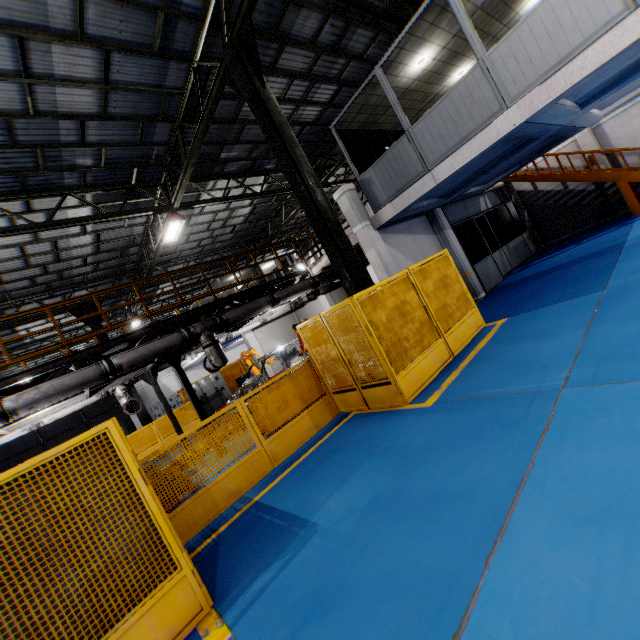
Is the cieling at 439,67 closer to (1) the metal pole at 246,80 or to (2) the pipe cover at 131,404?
(1) the metal pole at 246,80

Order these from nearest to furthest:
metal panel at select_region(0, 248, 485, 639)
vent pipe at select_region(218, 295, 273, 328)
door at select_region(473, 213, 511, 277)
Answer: metal panel at select_region(0, 248, 485, 639), vent pipe at select_region(218, 295, 273, 328), door at select_region(473, 213, 511, 277)

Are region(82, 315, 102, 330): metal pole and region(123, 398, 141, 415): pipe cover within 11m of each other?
yes

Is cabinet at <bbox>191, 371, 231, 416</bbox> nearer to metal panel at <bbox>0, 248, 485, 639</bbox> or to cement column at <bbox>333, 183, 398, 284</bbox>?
metal panel at <bbox>0, 248, 485, 639</bbox>

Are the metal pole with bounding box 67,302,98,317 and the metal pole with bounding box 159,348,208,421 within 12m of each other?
yes

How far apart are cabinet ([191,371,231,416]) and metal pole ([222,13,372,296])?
13.4m

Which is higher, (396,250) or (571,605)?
(396,250)

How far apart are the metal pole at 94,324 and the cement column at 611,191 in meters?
23.4 m
